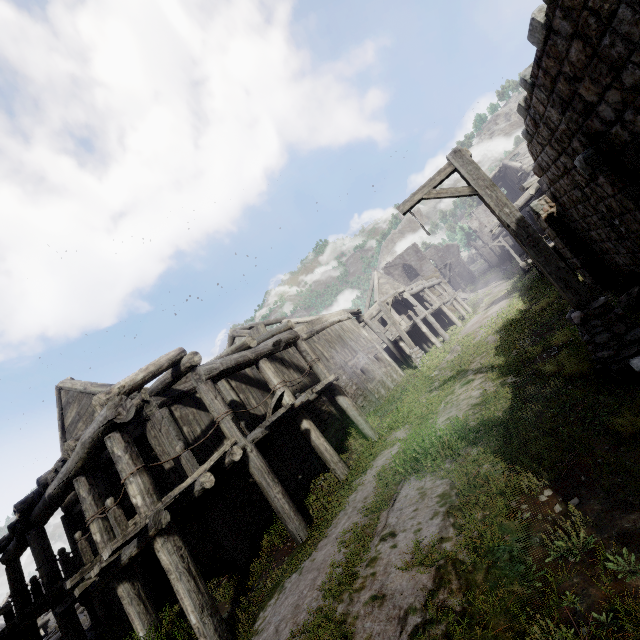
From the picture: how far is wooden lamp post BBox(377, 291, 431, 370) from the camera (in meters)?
16.67

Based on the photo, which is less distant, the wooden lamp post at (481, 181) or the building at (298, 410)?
the wooden lamp post at (481, 181)

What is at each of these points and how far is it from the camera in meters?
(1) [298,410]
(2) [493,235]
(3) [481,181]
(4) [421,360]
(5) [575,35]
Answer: (1) building, 9.7 m
(2) building, 55.6 m
(3) wooden lamp post, 5.8 m
(4) wooden lamp post, 16.3 m
(5) building, 4.6 m

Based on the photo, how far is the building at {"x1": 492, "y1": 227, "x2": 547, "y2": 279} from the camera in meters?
16.7 m

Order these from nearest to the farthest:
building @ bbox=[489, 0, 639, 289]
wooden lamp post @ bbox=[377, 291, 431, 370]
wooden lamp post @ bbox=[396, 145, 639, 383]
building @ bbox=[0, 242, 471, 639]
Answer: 1. building @ bbox=[489, 0, 639, 289]
2. wooden lamp post @ bbox=[396, 145, 639, 383]
3. building @ bbox=[0, 242, 471, 639]
4. wooden lamp post @ bbox=[377, 291, 431, 370]

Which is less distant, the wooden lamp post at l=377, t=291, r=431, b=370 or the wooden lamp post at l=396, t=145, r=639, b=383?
the wooden lamp post at l=396, t=145, r=639, b=383

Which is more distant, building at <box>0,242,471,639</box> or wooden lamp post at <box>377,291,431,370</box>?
wooden lamp post at <box>377,291,431,370</box>

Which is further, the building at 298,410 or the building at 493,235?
the building at 493,235
